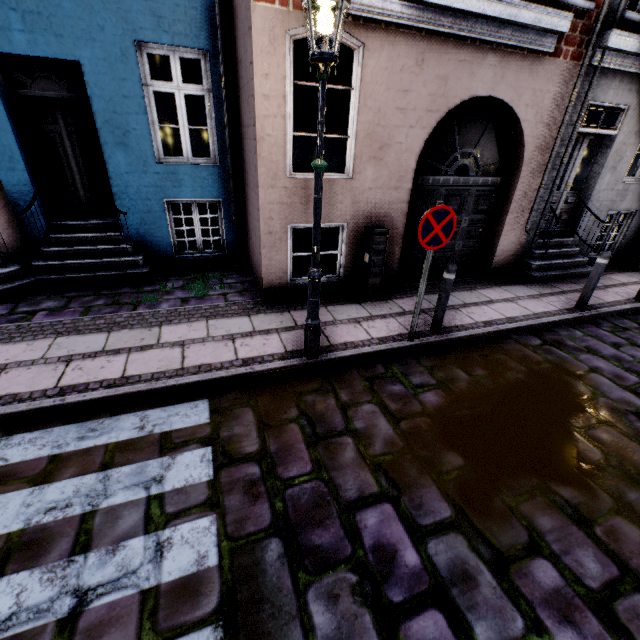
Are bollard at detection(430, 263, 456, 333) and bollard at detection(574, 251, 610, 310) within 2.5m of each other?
no

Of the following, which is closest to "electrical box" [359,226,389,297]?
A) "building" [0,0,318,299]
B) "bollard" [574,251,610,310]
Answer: "building" [0,0,318,299]

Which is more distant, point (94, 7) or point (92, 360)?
point (94, 7)

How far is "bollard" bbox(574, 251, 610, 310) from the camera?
5.6 meters

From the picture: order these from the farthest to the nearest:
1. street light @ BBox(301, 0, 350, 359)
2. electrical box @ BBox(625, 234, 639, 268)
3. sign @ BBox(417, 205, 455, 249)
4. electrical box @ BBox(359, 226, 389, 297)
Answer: electrical box @ BBox(625, 234, 639, 268) → electrical box @ BBox(359, 226, 389, 297) → sign @ BBox(417, 205, 455, 249) → street light @ BBox(301, 0, 350, 359)

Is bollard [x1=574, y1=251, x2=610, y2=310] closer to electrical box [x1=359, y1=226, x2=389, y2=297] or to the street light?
electrical box [x1=359, y1=226, x2=389, y2=297]

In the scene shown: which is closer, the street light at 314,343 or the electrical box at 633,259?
the street light at 314,343

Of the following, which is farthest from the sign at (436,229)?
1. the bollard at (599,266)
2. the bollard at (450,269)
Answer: the bollard at (599,266)
